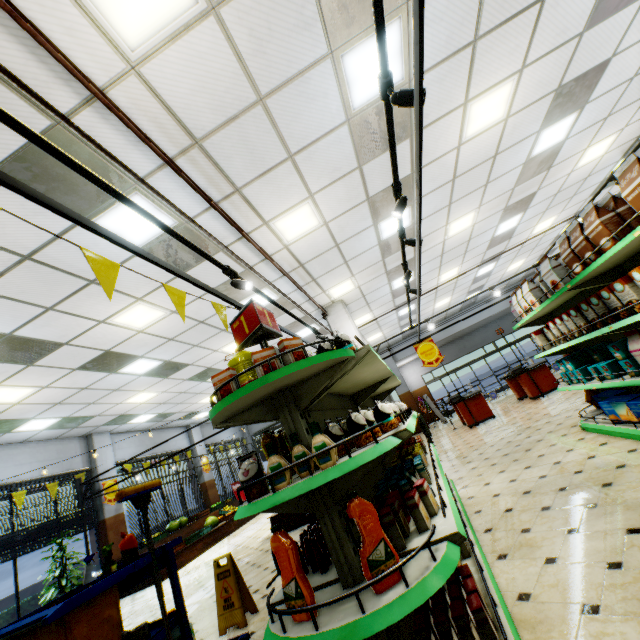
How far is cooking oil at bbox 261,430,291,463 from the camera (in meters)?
2.40

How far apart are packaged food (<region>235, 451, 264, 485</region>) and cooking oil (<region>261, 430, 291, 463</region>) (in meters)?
0.36

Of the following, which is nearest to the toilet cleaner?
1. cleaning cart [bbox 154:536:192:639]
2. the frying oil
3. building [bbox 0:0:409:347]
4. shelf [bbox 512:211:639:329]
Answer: cleaning cart [bbox 154:536:192:639]

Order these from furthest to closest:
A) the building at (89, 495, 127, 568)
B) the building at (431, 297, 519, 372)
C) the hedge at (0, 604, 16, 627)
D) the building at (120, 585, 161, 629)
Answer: the building at (431, 297, 519, 372) < the building at (89, 495, 127, 568) < the hedge at (0, 604, 16, 627) < the building at (120, 585, 161, 629)

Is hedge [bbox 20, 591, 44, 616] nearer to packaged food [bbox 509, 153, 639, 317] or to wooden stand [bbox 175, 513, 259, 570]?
wooden stand [bbox 175, 513, 259, 570]

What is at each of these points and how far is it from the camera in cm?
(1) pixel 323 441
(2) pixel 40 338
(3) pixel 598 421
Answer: (1) sauce bottle, 173
(2) building, 558
(3) shelf, 476

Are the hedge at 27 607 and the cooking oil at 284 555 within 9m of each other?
no

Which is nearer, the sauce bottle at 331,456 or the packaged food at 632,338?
the sauce bottle at 331,456
